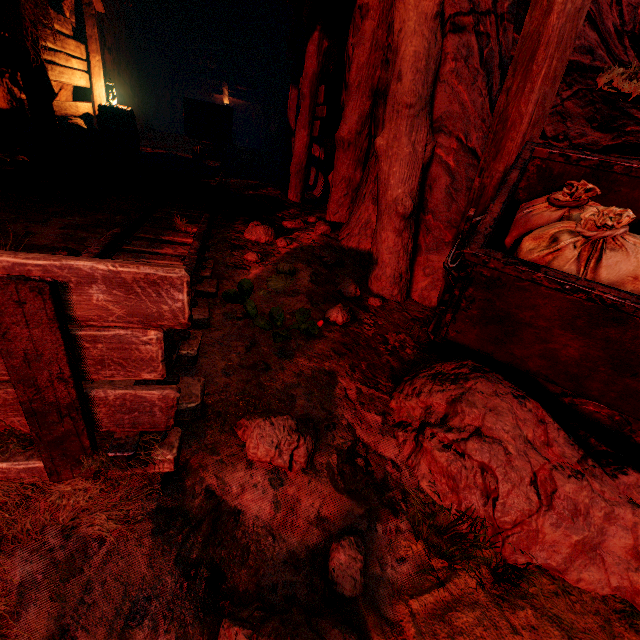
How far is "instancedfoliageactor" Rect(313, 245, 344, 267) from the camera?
3.23m

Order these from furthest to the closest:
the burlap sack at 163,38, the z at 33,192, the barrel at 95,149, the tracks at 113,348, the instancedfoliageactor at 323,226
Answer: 1. the burlap sack at 163,38
2. the barrel at 95,149
3. the instancedfoliageactor at 323,226
4. the z at 33,192
5. the tracks at 113,348

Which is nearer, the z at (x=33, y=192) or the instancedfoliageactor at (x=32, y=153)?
the z at (x=33, y=192)

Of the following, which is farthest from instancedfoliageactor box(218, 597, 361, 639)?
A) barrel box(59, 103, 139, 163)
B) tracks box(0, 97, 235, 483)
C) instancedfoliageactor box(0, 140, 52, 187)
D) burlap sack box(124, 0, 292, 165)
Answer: burlap sack box(124, 0, 292, 165)

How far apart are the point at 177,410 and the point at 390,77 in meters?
3.3 m

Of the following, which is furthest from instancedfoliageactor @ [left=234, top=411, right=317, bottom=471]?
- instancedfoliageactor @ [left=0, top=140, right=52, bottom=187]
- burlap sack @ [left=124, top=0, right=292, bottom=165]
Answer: burlap sack @ [left=124, top=0, right=292, bottom=165]

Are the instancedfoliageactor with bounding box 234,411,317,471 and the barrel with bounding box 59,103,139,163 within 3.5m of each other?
no

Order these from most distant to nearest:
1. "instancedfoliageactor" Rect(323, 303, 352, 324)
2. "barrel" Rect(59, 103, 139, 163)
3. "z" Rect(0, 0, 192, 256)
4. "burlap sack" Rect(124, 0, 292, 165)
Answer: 1. "burlap sack" Rect(124, 0, 292, 165)
2. "barrel" Rect(59, 103, 139, 163)
3. "z" Rect(0, 0, 192, 256)
4. "instancedfoliageactor" Rect(323, 303, 352, 324)
